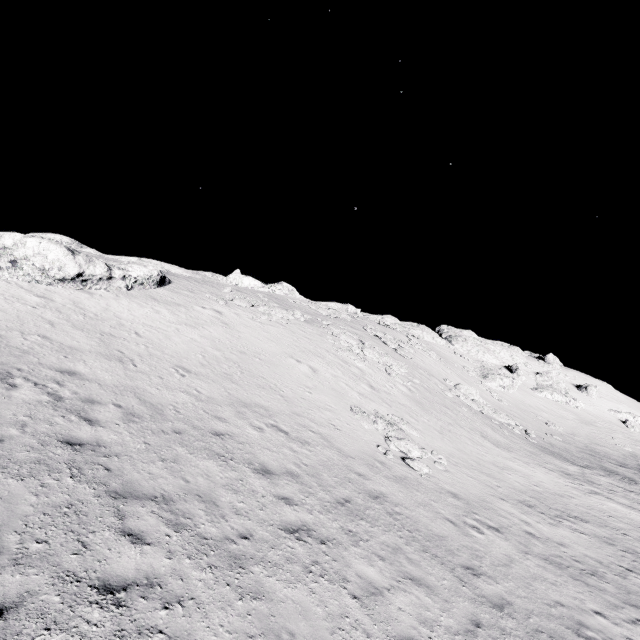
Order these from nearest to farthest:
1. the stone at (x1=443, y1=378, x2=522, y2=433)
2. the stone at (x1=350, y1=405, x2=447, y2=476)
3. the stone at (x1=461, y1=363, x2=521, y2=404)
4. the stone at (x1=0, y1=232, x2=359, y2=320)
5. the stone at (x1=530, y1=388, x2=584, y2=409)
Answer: the stone at (x1=350, y1=405, x2=447, y2=476)
the stone at (x1=0, y1=232, x2=359, y2=320)
the stone at (x1=443, y1=378, x2=522, y2=433)
the stone at (x1=461, y1=363, x2=521, y2=404)
the stone at (x1=530, y1=388, x2=584, y2=409)

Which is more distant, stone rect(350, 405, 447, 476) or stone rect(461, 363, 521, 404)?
stone rect(461, 363, 521, 404)

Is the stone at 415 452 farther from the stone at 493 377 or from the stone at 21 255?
the stone at 493 377

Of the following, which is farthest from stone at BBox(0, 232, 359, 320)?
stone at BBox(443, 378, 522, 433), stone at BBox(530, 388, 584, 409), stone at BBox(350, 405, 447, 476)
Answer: stone at BBox(530, 388, 584, 409)

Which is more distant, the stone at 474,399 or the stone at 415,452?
the stone at 474,399

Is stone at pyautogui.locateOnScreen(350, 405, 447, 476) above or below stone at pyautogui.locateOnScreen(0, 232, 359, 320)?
below

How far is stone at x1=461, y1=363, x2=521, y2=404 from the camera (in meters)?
46.31

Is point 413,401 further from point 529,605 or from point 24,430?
point 24,430
